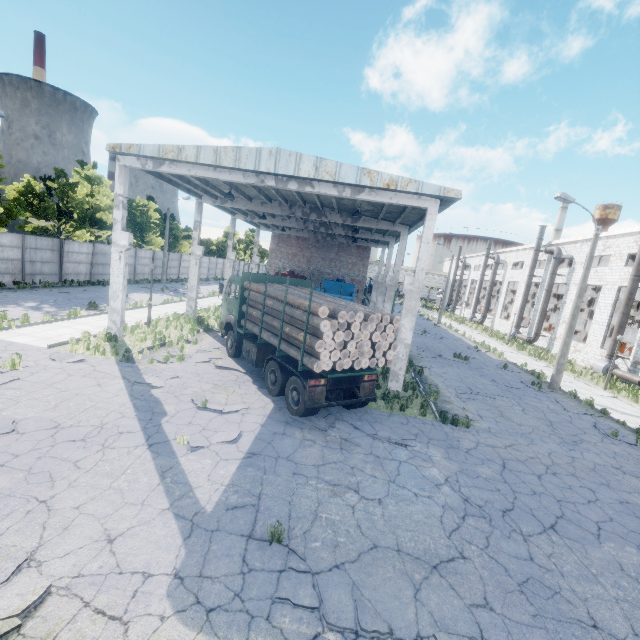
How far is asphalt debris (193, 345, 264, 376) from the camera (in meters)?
13.11

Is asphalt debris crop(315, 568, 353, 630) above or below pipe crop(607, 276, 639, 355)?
below

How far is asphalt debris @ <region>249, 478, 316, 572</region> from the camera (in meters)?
5.16

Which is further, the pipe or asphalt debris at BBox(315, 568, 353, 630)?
the pipe

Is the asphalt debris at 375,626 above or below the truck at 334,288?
below

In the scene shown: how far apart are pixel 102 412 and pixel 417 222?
15.88m

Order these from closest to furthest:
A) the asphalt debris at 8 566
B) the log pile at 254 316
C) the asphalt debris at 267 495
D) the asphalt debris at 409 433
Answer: the asphalt debris at 8 566 < the asphalt debris at 267 495 < the asphalt debris at 409 433 < the log pile at 254 316

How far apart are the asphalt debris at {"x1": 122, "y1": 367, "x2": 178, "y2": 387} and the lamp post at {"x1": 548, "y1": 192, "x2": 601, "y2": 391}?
19.06m
